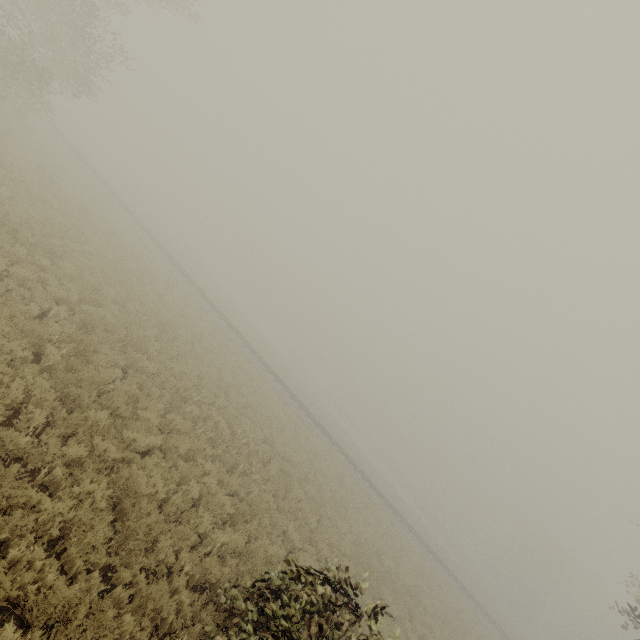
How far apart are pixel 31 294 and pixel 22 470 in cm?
633
